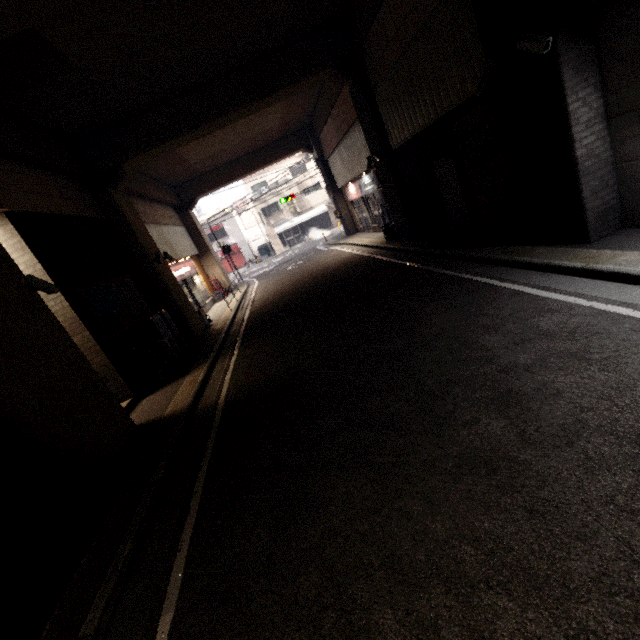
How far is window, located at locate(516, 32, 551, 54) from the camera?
4.2 meters

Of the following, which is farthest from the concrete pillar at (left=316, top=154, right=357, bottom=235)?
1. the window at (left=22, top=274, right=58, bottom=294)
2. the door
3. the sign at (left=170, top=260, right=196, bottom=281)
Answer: the door

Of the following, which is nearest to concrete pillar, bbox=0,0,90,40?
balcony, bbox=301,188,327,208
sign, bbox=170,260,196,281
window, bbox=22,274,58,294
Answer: window, bbox=22,274,58,294

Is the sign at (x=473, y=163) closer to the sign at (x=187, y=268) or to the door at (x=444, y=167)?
the door at (x=444, y=167)

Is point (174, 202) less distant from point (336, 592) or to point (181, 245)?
point (181, 245)

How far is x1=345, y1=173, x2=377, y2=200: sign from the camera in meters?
14.5 m

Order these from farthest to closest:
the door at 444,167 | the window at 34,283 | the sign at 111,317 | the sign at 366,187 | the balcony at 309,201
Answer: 1. the balcony at 309,201
2. the sign at 366,187
3. the door at 444,167
4. the sign at 111,317
5. the window at 34,283

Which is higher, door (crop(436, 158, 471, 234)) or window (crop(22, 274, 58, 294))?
window (crop(22, 274, 58, 294))
